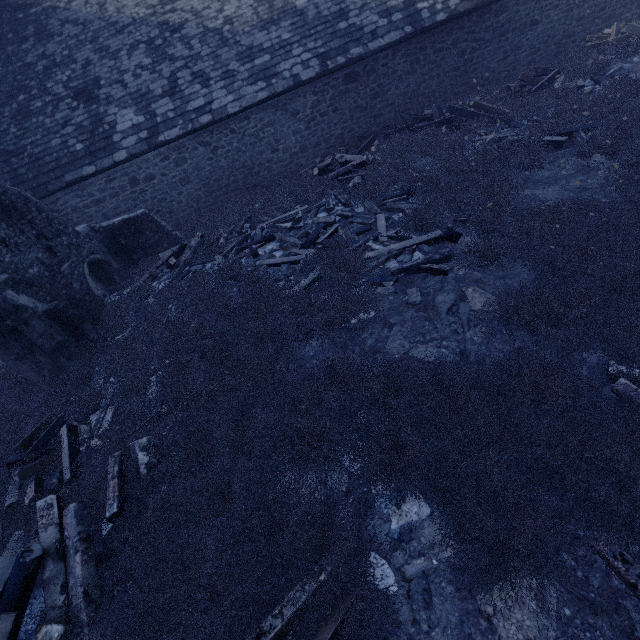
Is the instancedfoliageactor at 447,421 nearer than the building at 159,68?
Yes

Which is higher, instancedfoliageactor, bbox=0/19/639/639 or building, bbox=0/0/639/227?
building, bbox=0/0/639/227

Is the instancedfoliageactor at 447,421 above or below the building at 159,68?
below

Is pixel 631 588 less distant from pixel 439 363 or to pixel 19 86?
pixel 439 363

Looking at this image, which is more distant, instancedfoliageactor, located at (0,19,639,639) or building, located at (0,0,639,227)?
building, located at (0,0,639,227)
